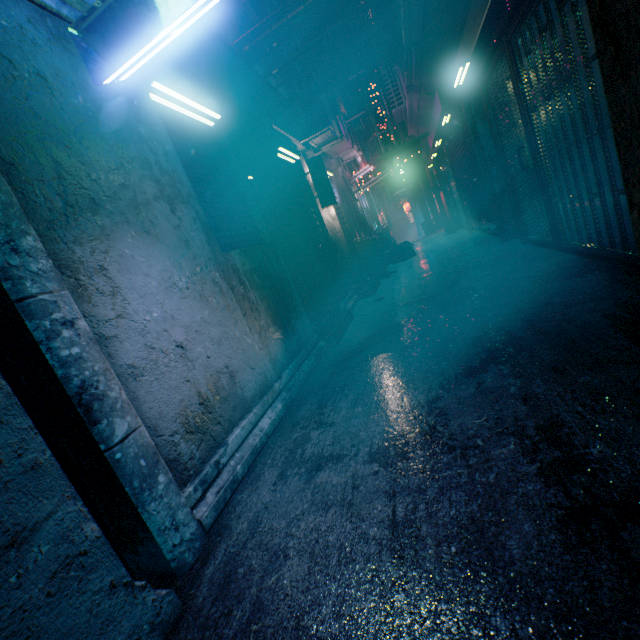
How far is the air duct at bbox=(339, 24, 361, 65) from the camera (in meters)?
9.27

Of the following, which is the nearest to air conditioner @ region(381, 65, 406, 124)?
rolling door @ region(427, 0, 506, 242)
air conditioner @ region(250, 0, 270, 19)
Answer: rolling door @ region(427, 0, 506, 242)

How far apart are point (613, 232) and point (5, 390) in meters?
4.0

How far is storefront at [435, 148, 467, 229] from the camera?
10.30m

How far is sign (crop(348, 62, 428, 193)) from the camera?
6.3 meters

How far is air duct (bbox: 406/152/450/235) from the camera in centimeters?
1357cm

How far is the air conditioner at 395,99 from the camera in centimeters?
743cm

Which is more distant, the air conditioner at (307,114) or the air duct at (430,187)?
the air duct at (430,187)
